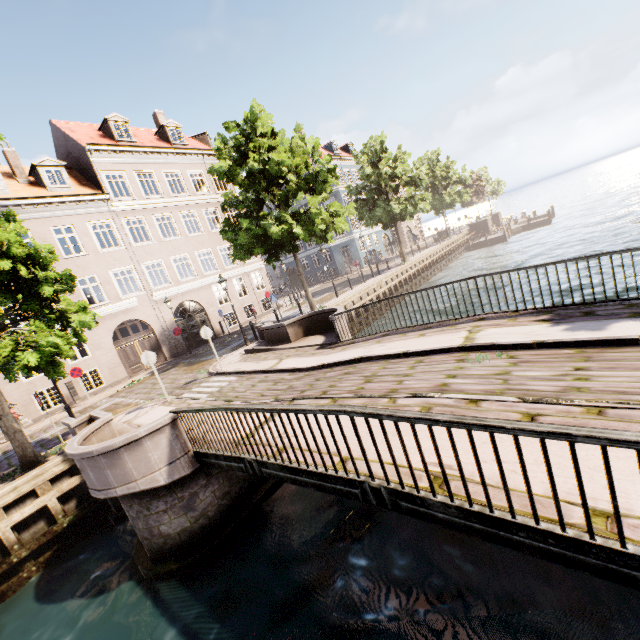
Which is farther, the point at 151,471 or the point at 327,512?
the point at 327,512

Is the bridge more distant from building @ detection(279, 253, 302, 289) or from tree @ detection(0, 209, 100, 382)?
building @ detection(279, 253, 302, 289)

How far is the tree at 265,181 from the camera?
15.6 meters

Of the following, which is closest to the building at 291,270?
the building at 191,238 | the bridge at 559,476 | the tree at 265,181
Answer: the tree at 265,181

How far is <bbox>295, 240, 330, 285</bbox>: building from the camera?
41.6m

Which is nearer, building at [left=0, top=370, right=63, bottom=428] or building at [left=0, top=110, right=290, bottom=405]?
building at [left=0, top=370, right=63, bottom=428]
